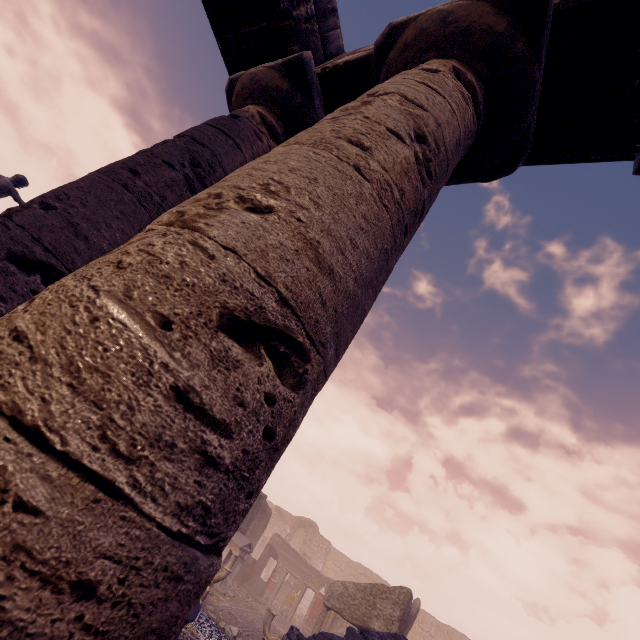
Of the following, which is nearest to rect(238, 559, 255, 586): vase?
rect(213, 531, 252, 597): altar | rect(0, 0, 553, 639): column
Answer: rect(213, 531, 252, 597): altar

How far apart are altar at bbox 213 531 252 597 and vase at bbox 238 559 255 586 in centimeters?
366cm

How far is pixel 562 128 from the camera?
2.7 meters

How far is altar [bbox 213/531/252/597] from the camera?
14.0m

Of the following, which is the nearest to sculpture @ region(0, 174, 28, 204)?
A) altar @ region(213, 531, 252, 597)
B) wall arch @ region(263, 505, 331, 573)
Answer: altar @ region(213, 531, 252, 597)

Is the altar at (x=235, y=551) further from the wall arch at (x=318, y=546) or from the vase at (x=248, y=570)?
the wall arch at (x=318, y=546)

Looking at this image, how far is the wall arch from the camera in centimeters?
2952cm

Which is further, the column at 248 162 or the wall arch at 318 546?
the wall arch at 318 546
